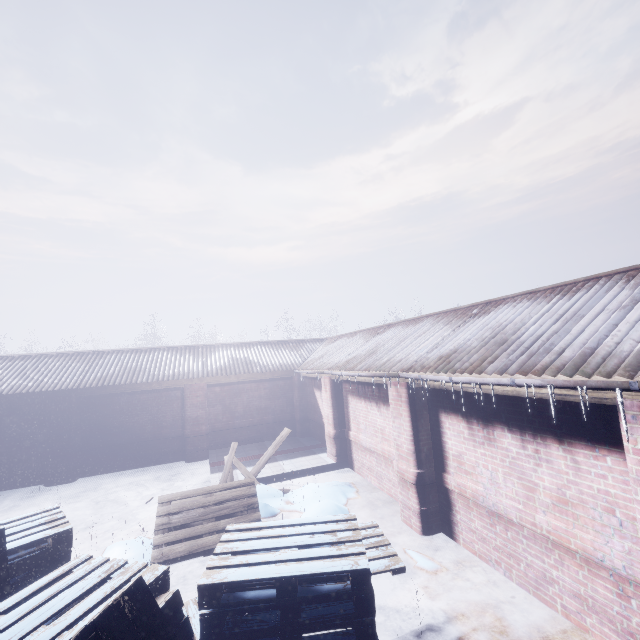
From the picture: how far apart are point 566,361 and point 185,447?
9.2 meters
